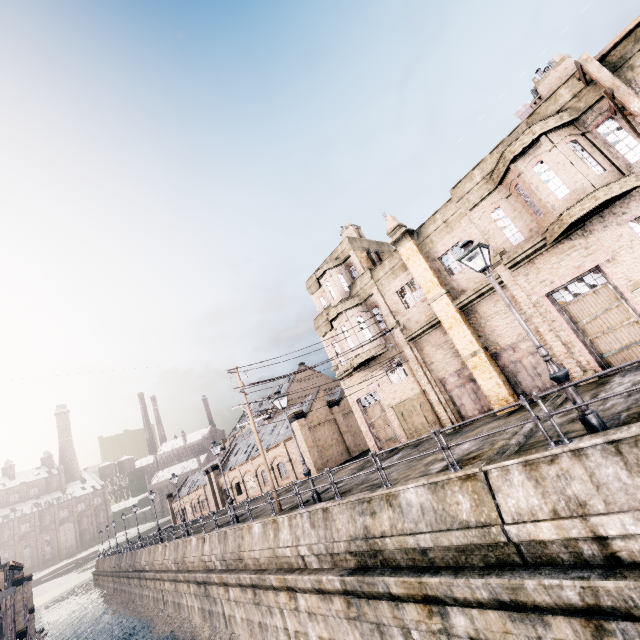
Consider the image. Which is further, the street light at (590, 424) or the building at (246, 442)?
the building at (246, 442)

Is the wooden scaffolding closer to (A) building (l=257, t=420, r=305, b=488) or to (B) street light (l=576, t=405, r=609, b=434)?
(B) street light (l=576, t=405, r=609, b=434)

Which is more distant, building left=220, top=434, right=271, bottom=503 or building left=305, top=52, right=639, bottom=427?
building left=220, top=434, right=271, bottom=503

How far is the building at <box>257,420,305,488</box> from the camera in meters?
36.2 m

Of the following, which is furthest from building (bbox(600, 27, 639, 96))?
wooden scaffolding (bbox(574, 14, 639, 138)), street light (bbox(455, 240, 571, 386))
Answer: street light (bbox(455, 240, 571, 386))

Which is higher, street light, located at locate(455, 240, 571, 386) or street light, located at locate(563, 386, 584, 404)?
street light, located at locate(455, 240, 571, 386)

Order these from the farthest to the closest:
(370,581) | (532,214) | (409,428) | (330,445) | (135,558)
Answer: (135,558) → (330,445) → (409,428) → (532,214) → (370,581)

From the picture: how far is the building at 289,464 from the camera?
36.2 meters
